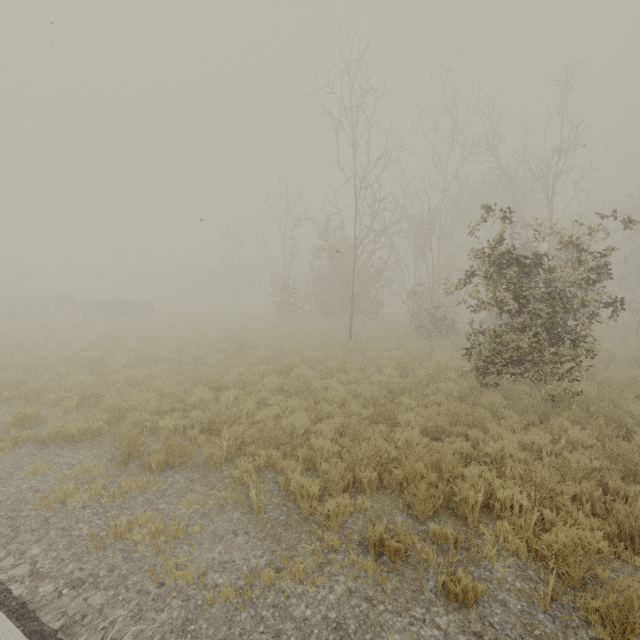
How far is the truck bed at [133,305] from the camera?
24.2m

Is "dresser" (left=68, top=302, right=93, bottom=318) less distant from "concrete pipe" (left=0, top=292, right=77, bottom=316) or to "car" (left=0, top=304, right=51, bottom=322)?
"concrete pipe" (left=0, top=292, right=77, bottom=316)

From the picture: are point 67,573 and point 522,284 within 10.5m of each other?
yes

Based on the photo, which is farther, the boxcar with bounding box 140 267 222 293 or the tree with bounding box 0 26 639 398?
the boxcar with bounding box 140 267 222 293

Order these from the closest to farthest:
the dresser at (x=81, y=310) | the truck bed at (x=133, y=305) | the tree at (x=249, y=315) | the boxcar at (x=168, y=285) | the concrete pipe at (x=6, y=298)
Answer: the tree at (x=249, y=315) < the truck bed at (x=133, y=305) < the dresser at (x=81, y=310) < the concrete pipe at (x=6, y=298) < the boxcar at (x=168, y=285)

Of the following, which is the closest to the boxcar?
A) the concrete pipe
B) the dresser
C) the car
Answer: the concrete pipe

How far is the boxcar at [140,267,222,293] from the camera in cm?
5511

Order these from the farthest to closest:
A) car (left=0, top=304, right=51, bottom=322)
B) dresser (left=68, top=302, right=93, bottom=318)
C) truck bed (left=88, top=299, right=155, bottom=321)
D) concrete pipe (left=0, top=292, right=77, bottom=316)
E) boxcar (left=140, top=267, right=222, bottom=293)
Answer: boxcar (left=140, top=267, right=222, bottom=293) < concrete pipe (left=0, top=292, right=77, bottom=316) < dresser (left=68, top=302, right=93, bottom=318) < truck bed (left=88, top=299, right=155, bottom=321) < car (left=0, top=304, right=51, bottom=322)
